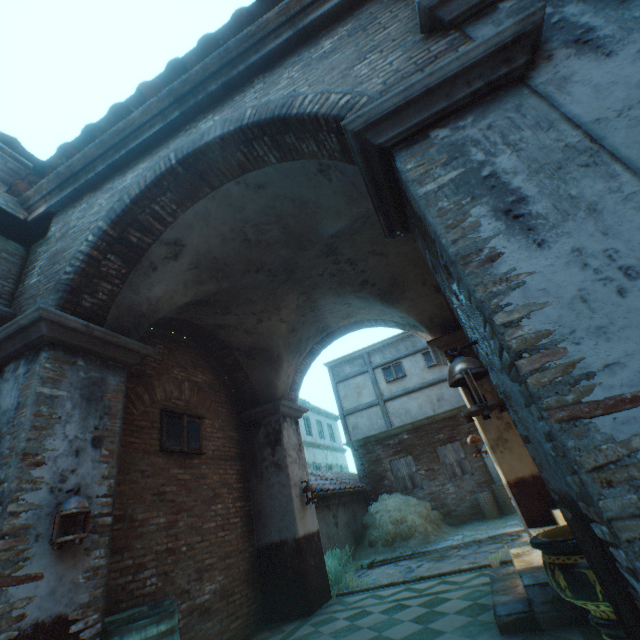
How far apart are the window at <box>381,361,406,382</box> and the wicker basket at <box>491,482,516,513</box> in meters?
5.1 m

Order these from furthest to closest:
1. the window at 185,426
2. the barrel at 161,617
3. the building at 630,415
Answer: the window at 185,426 < the barrel at 161,617 < the building at 630,415

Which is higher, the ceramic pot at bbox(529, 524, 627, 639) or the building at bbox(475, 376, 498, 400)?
the building at bbox(475, 376, 498, 400)

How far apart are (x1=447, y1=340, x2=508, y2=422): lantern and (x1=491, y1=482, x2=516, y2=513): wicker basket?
11.7m

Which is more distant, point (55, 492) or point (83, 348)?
point (83, 348)

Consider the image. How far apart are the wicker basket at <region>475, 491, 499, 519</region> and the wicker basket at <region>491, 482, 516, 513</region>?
0.1m

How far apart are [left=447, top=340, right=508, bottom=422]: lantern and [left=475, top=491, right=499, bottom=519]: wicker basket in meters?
11.5 m

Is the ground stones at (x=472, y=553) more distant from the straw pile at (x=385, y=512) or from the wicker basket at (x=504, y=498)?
the wicker basket at (x=504, y=498)
